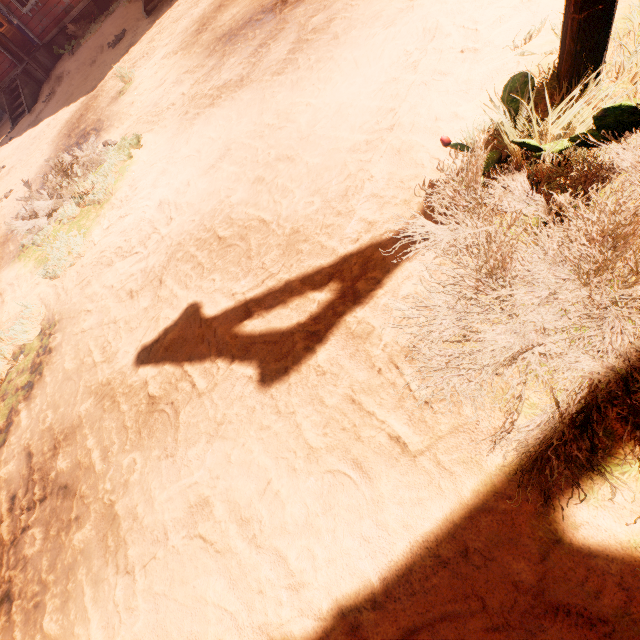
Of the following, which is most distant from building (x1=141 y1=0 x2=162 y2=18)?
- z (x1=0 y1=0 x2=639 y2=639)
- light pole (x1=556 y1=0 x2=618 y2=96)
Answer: light pole (x1=556 y1=0 x2=618 y2=96)

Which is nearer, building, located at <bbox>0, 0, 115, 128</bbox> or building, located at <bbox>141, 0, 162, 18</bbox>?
building, located at <bbox>141, 0, 162, 18</bbox>

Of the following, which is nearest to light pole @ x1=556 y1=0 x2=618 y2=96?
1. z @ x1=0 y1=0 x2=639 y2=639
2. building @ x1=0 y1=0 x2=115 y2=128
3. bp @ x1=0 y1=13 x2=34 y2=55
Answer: z @ x1=0 y1=0 x2=639 y2=639

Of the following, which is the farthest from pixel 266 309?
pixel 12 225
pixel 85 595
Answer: pixel 12 225

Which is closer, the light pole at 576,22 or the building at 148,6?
the light pole at 576,22

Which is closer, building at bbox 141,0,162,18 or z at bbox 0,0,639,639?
z at bbox 0,0,639,639

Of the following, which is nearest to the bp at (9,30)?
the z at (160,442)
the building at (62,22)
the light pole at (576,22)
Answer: the building at (62,22)

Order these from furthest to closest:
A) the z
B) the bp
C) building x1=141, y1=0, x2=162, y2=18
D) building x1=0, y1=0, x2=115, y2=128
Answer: the bp, building x1=0, y1=0, x2=115, y2=128, building x1=141, y1=0, x2=162, y2=18, the z
